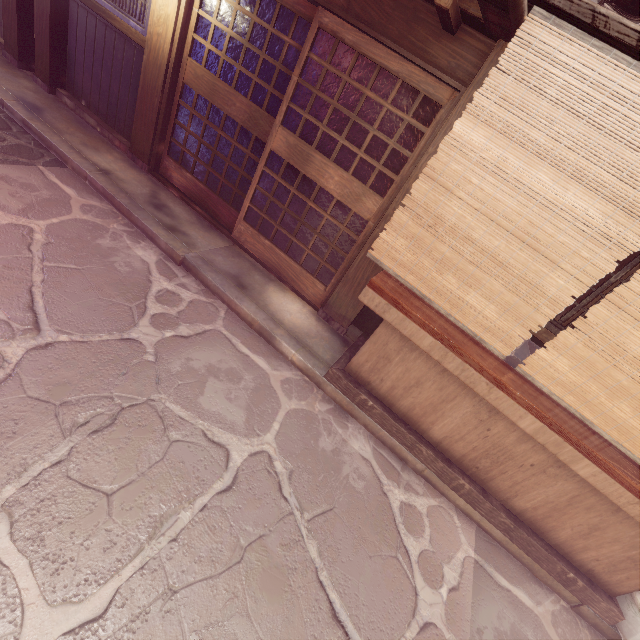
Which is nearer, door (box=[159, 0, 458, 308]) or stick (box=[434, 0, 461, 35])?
stick (box=[434, 0, 461, 35])

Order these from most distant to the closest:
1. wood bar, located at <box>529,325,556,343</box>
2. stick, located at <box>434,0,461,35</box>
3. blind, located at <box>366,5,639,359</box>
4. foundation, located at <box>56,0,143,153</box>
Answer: foundation, located at <box>56,0,143,153</box> < wood bar, located at <box>529,325,556,343</box> < stick, located at <box>434,0,461,35</box> < blind, located at <box>366,5,639,359</box>

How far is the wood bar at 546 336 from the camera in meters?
5.9

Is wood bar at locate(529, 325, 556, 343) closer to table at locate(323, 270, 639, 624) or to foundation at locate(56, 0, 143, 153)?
table at locate(323, 270, 639, 624)

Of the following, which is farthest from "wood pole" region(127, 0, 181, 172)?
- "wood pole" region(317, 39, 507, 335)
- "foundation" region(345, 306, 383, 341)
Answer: "foundation" region(345, 306, 383, 341)

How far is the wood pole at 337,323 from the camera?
5.07m

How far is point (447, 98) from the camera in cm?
547

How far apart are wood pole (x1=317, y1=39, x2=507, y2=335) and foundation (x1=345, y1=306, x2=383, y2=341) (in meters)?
0.06
